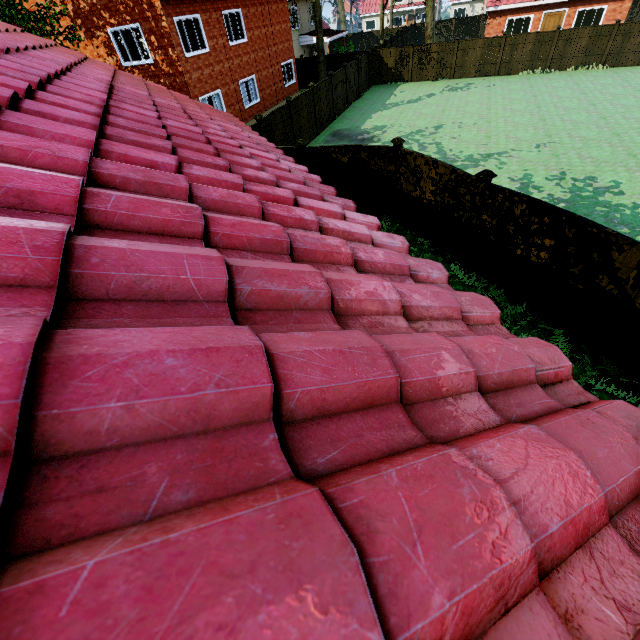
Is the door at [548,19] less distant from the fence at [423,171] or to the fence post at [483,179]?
the fence at [423,171]

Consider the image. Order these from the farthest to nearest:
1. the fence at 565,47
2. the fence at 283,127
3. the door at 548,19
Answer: the door at 548,19, the fence at 565,47, the fence at 283,127

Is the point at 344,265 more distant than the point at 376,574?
Yes

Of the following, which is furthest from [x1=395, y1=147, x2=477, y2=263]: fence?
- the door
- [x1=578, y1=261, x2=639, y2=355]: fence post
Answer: the door

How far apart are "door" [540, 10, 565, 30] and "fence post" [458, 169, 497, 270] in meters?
32.5 m

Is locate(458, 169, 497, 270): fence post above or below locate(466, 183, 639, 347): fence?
above

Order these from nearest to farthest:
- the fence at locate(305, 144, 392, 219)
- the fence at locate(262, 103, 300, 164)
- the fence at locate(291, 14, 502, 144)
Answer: the fence at locate(305, 144, 392, 219) < the fence at locate(262, 103, 300, 164) < the fence at locate(291, 14, 502, 144)

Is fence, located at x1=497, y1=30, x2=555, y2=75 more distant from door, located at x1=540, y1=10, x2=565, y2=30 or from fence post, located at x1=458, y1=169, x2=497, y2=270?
door, located at x1=540, y1=10, x2=565, y2=30
